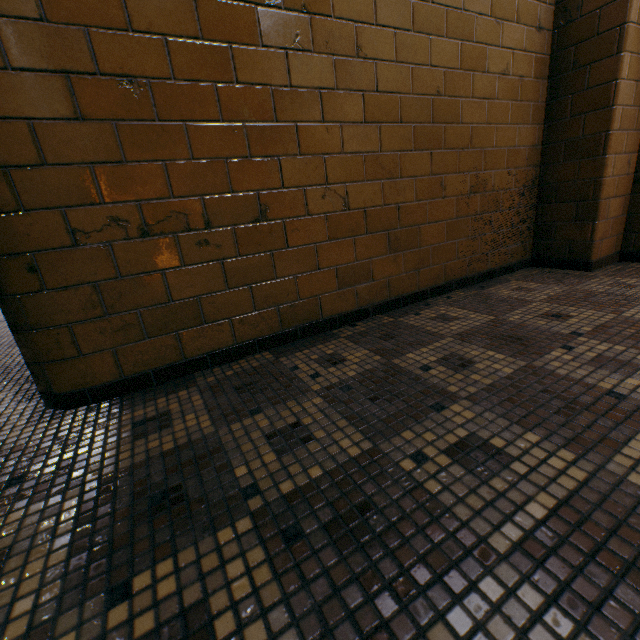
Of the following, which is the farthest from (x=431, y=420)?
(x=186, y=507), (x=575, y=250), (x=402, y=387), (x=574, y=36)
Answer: (x=574, y=36)
